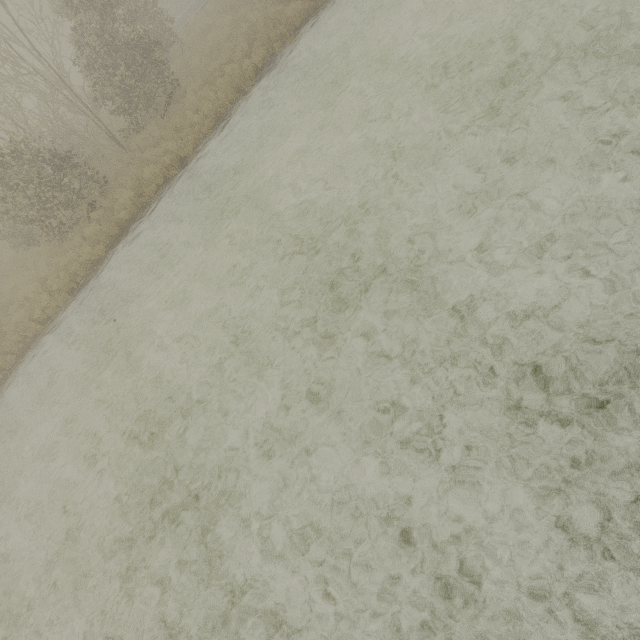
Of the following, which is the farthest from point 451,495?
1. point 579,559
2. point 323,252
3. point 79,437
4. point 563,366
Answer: point 79,437
